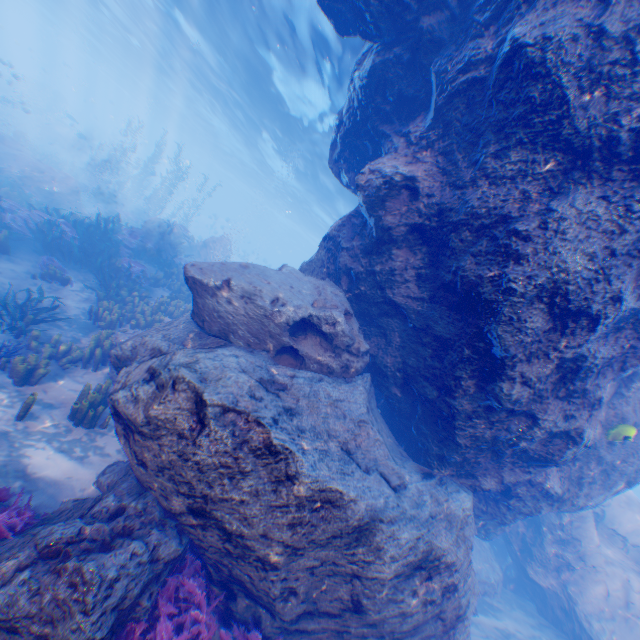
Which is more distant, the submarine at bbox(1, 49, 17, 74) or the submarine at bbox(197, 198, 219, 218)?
the submarine at bbox(197, 198, 219, 218)

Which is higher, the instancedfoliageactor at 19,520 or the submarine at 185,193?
the submarine at 185,193

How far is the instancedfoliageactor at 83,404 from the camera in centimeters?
634cm

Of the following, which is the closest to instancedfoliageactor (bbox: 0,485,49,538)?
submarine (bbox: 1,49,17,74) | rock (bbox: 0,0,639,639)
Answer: rock (bbox: 0,0,639,639)

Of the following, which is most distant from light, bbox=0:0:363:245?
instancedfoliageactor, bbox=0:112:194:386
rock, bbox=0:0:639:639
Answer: instancedfoliageactor, bbox=0:112:194:386

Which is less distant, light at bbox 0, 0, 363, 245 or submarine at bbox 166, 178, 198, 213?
light at bbox 0, 0, 363, 245

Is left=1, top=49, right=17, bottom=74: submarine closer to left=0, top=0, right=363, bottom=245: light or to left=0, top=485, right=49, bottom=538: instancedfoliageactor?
left=0, top=0, right=363, bottom=245: light

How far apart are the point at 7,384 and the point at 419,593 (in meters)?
8.57
